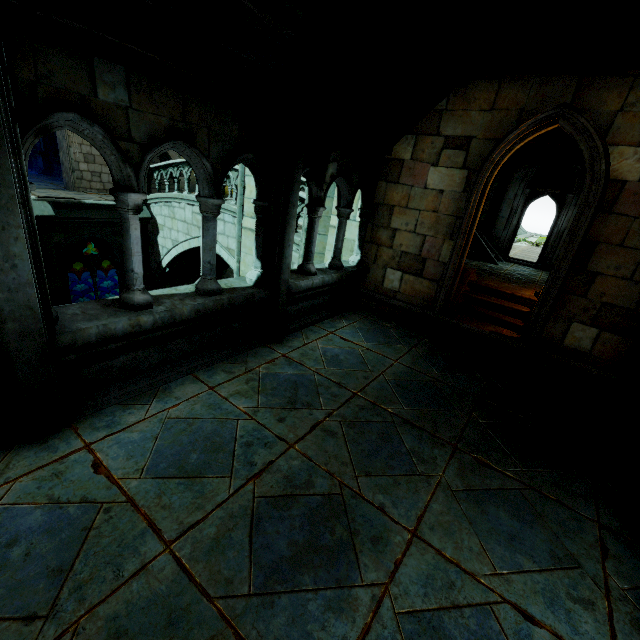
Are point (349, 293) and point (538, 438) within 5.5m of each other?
yes

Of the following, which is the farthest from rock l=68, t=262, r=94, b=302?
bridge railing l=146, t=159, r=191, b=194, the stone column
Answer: bridge railing l=146, t=159, r=191, b=194

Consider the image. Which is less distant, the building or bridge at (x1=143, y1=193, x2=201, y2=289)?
the building

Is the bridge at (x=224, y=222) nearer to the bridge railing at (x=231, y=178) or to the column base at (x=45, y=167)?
the bridge railing at (x=231, y=178)

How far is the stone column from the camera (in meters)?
17.38

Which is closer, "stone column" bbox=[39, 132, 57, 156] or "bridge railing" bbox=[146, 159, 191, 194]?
"bridge railing" bbox=[146, 159, 191, 194]

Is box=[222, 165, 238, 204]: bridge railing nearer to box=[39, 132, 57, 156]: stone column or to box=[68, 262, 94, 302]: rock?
box=[39, 132, 57, 156]: stone column

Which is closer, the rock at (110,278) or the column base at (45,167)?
the column base at (45,167)
